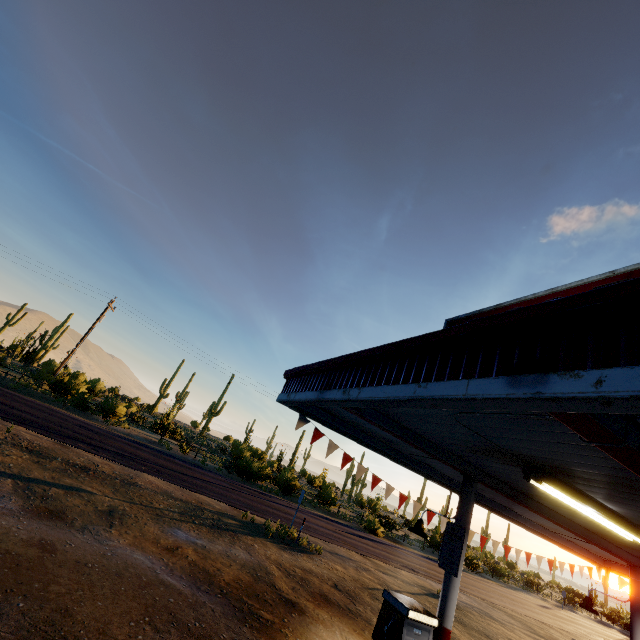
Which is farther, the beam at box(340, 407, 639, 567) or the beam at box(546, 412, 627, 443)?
the beam at box(340, 407, 639, 567)

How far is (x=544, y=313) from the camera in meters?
2.6 m

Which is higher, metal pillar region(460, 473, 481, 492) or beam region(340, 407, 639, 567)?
beam region(340, 407, 639, 567)

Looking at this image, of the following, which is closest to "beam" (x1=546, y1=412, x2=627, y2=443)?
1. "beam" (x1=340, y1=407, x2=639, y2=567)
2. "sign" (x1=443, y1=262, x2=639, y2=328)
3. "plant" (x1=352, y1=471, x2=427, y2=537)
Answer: "sign" (x1=443, y1=262, x2=639, y2=328)

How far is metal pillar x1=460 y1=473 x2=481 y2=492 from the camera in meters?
6.4

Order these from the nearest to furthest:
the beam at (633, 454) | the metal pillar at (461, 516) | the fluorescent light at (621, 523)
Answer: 1. the beam at (633, 454)
2. the fluorescent light at (621, 523)
3. the metal pillar at (461, 516)

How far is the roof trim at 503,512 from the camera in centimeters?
957cm

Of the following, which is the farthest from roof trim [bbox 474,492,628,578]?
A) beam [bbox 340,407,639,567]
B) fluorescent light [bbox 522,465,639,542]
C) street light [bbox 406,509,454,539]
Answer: fluorescent light [bbox 522,465,639,542]
